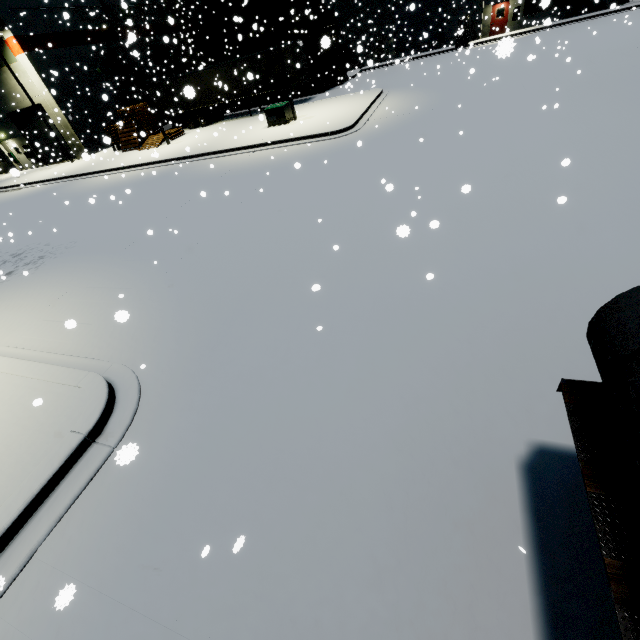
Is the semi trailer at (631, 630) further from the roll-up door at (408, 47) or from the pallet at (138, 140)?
the roll-up door at (408, 47)

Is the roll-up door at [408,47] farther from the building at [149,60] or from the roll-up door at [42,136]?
the roll-up door at [42,136]

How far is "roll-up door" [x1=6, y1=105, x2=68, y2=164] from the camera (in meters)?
28.70

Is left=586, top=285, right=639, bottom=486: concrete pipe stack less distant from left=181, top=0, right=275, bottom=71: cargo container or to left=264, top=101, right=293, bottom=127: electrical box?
left=181, top=0, right=275, bottom=71: cargo container

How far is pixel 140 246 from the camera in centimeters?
1070cm

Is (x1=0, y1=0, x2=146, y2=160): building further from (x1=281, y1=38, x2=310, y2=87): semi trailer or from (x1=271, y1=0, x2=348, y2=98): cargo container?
(x1=271, y1=0, x2=348, y2=98): cargo container

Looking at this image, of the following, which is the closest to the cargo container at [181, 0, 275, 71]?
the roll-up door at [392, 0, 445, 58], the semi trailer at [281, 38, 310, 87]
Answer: the semi trailer at [281, 38, 310, 87]

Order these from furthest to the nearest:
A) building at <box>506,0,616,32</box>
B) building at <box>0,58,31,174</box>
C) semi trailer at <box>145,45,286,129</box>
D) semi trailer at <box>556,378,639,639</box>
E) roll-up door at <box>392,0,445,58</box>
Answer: roll-up door at <box>392,0,445,58</box> < building at <box>0,58,31,174</box> < semi trailer at <box>145,45,286,129</box> < building at <box>506,0,616,32</box> < semi trailer at <box>556,378,639,639</box>
